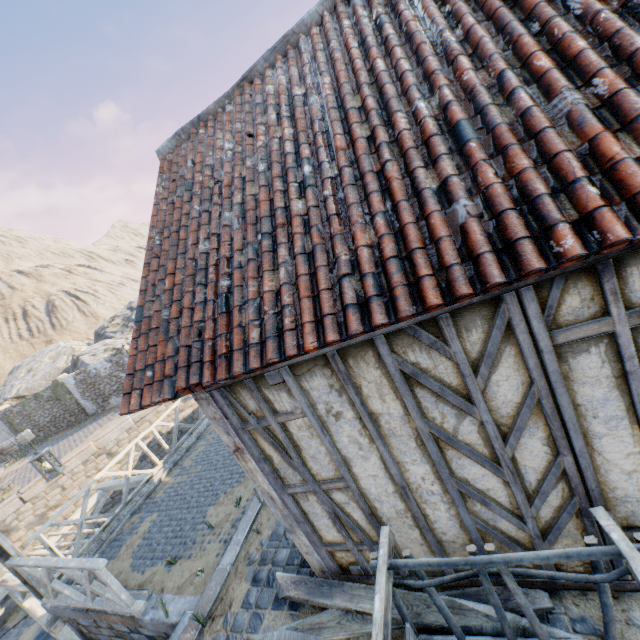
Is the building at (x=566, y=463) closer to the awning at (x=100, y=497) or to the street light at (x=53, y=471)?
the street light at (x=53, y=471)

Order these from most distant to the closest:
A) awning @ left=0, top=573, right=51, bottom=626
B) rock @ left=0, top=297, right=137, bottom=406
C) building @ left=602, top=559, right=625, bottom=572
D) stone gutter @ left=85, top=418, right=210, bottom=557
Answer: rock @ left=0, top=297, right=137, bottom=406, awning @ left=0, top=573, right=51, bottom=626, stone gutter @ left=85, top=418, right=210, bottom=557, building @ left=602, top=559, right=625, bottom=572

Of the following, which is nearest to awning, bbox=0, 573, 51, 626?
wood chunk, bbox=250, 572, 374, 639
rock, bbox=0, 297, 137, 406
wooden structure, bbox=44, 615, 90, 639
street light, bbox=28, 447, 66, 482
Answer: wooden structure, bbox=44, 615, 90, 639

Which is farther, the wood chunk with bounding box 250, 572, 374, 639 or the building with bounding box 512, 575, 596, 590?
the wood chunk with bounding box 250, 572, 374, 639

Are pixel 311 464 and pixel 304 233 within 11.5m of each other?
yes

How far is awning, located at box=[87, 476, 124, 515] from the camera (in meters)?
9.91

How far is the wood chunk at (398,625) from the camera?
3.12m

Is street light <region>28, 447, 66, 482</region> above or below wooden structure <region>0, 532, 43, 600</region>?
above
